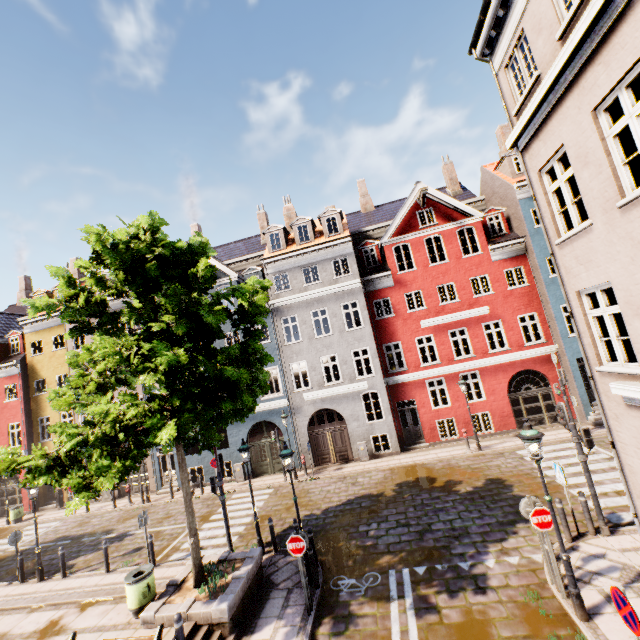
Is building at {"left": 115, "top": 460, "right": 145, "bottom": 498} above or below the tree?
below

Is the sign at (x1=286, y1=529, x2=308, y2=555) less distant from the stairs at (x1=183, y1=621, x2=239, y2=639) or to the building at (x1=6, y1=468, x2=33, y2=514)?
the stairs at (x1=183, y1=621, x2=239, y2=639)

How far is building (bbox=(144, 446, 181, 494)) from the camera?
20.9m

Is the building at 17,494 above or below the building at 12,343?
below

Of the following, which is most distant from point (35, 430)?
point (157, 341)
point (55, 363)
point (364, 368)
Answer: point (157, 341)

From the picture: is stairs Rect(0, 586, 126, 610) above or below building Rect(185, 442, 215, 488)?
below

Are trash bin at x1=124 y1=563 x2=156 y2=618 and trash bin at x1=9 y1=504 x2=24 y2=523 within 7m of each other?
no

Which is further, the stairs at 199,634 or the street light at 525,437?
the stairs at 199,634
